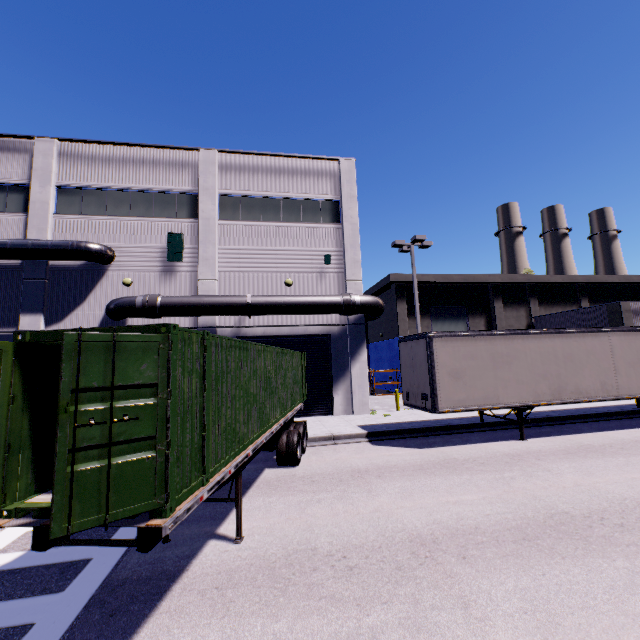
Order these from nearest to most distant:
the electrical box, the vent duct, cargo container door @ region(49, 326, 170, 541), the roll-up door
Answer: cargo container door @ region(49, 326, 170, 541)
the vent duct
the electrical box
the roll-up door

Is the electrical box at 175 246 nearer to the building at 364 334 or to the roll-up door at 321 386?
the building at 364 334

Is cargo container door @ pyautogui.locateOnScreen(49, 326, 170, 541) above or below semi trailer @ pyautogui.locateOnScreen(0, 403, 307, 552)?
above

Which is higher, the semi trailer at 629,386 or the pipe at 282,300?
the pipe at 282,300

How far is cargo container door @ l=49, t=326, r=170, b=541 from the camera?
3.05m

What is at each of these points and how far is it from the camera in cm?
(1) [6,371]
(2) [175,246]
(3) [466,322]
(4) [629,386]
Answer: (1) cargo container door, 379
(2) electrical box, 1683
(3) building, 3095
(4) semi trailer, 1255

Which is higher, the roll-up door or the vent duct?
the vent duct

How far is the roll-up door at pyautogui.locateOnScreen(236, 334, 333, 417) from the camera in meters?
17.3
